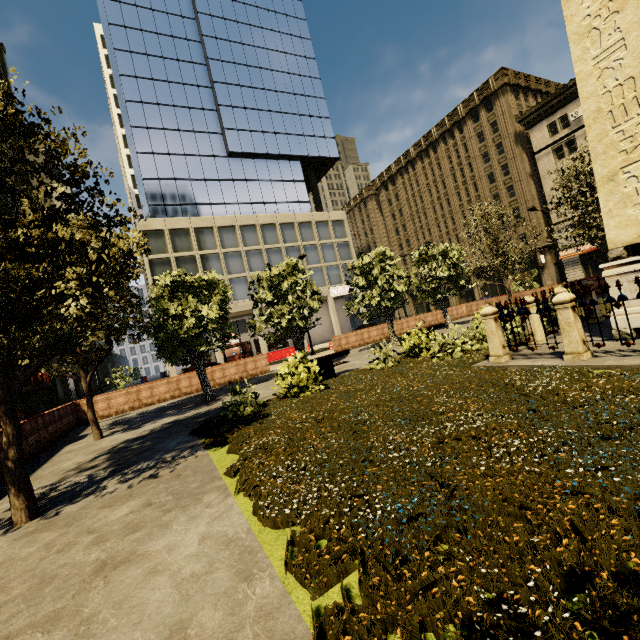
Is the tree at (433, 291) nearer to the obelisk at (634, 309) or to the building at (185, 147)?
the obelisk at (634, 309)

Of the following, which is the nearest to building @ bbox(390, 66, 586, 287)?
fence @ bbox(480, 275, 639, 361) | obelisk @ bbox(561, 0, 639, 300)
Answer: fence @ bbox(480, 275, 639, 361)

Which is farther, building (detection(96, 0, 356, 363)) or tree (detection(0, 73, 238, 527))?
building (detection(96, 0, 356, 363))

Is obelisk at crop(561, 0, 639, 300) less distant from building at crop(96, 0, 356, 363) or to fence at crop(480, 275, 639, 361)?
fence at crop(480, 275, 639, 361)

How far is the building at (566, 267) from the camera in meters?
35.8 m

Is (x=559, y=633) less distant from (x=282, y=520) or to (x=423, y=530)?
(x=423, y=530)

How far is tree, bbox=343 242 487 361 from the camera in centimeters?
1037cm
